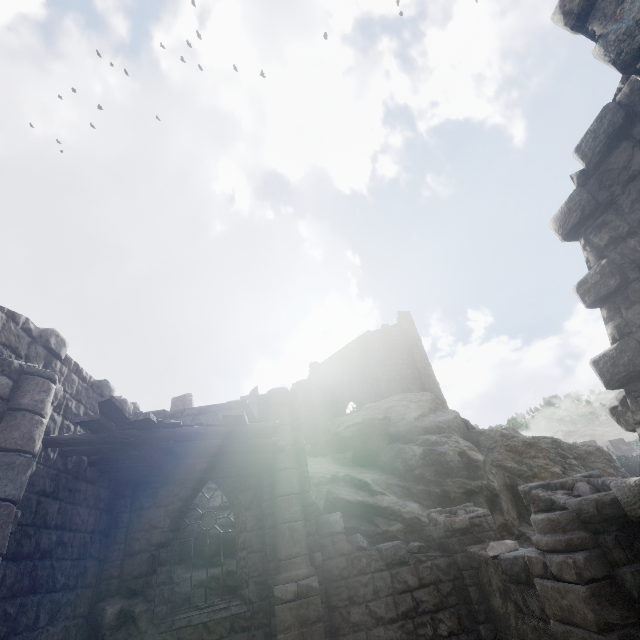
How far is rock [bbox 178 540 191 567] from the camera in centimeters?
952cm

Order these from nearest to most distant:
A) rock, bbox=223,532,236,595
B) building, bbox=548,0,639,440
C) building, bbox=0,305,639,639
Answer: building, bbox=548,0,639,440, building, bbox=0,305,639,639, rock, bbox=223,532,236,595

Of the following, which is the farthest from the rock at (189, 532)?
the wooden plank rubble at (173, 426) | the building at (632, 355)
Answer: the wooden plank rubble at (173, 426)

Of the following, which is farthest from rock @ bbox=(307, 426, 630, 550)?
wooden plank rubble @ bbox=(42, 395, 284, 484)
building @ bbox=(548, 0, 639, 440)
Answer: wooden plank rubble @ bbox=(42, 395, 284, 484)

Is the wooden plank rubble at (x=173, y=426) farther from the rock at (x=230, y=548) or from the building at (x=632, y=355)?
the rock at (x=230, y=548)

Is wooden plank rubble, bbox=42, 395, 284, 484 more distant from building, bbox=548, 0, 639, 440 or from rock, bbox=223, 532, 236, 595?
rock, bbox=223, 532, 236, 595

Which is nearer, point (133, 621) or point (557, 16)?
point (557, 16)
